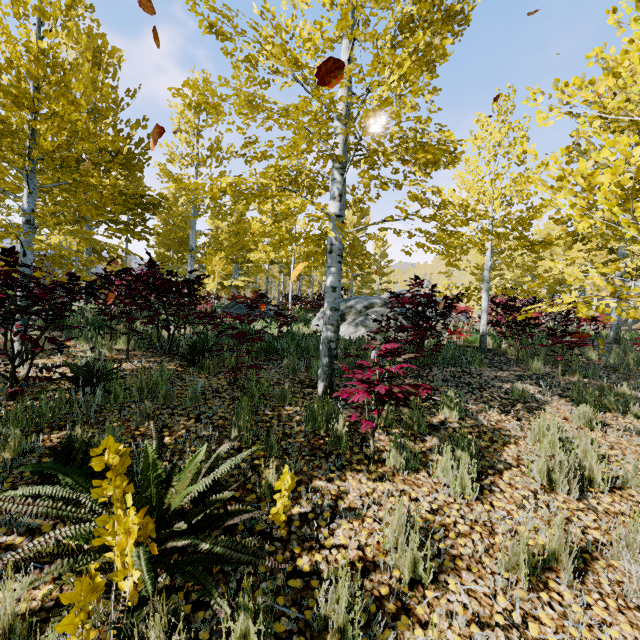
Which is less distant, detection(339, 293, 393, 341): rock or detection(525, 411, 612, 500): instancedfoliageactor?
detection(525, 411, 612, 500): instancedfoliageactor

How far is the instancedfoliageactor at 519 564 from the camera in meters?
2.3

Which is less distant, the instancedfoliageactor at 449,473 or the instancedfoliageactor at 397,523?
the instancedfoliageactor at 397,523

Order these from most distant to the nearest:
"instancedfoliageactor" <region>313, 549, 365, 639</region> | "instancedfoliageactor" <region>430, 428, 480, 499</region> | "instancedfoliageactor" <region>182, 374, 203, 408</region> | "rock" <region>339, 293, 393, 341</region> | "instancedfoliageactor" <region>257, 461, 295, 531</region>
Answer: "rock" <region>339, 293, 393, 341</region>, "instancedfoliageactor" <region>182, 374, 203, 408</region>, "instancedfoliageactor" <region>430, 428, 480, 499</region>, "instancedfoliageactor" <region>257, 461, 295, 531</region>, "instancedfoliageactor" <region>313, 549, 365, 639</region>

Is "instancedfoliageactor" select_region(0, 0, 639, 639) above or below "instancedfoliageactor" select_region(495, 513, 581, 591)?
above

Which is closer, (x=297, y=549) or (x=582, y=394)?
(x=297, y=549)
